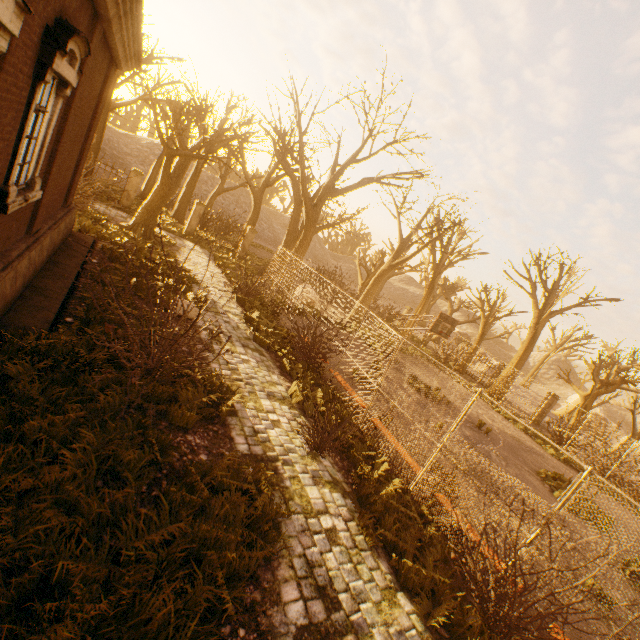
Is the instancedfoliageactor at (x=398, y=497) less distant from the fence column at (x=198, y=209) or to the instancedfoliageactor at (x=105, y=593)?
the instancedfoliageactor at (x=105, y=593)

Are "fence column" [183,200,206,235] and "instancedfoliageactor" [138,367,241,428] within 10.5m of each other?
no

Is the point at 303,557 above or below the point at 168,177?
below

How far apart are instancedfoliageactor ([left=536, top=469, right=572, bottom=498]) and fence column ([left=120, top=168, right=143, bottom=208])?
26.1 meters

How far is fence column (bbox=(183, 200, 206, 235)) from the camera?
22.0m

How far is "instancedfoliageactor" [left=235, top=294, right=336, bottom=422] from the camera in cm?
864

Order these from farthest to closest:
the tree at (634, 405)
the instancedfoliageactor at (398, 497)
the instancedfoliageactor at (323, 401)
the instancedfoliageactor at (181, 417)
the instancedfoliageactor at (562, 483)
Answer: the tree at (634, 405) < the instancedfoliageactor at (562, 483) < the instancedfoliageactor at (323, 401) < the instancedfoliageactor at (181, 417) < the instancedfoliageactor at (398, 497)

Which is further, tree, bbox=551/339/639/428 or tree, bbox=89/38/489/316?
tree, bbox=551/339/639/428
